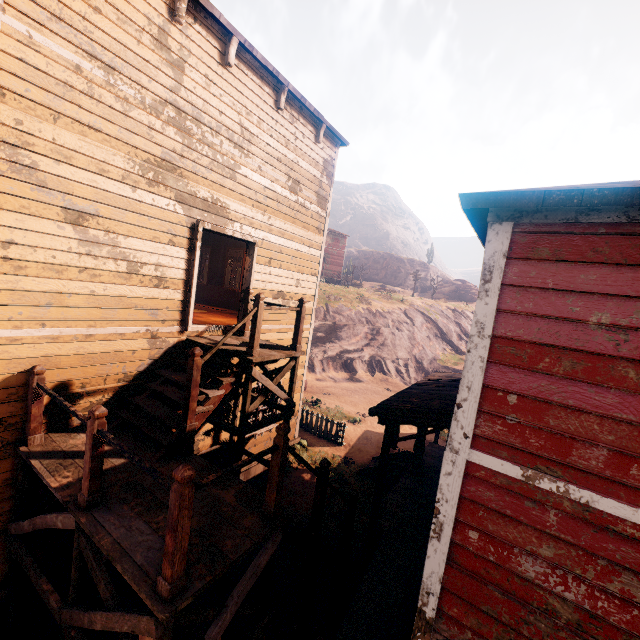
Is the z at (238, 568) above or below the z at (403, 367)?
below

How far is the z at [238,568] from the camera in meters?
6.9

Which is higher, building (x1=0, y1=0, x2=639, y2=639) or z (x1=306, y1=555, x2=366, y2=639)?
building (x1=0, y1=0, x2=639, y2=639)

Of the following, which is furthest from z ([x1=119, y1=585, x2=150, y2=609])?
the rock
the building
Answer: the rock

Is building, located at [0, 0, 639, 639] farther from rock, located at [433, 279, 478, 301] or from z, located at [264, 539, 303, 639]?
rock, located at [433, 279, 478, 301]

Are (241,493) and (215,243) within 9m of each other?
no

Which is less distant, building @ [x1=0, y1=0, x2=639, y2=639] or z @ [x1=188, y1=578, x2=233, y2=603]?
building @ [x1=0, y1=0, x2=639, y2=639]
